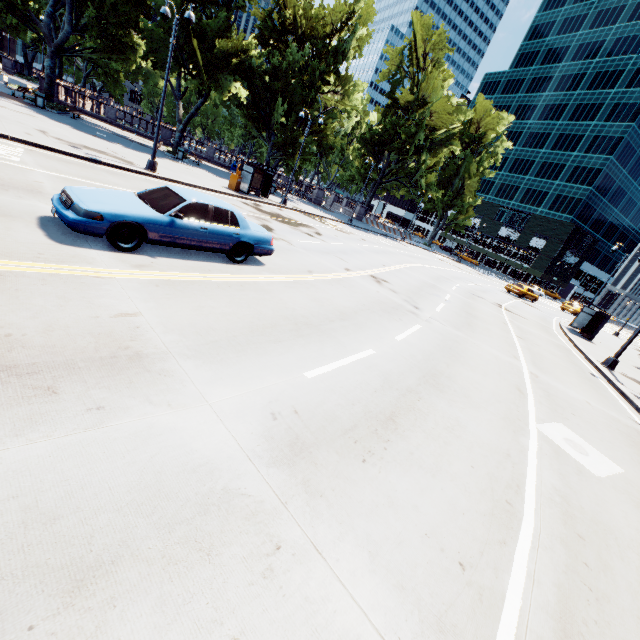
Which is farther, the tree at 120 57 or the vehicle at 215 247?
the tree at 120 57

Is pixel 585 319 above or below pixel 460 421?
above

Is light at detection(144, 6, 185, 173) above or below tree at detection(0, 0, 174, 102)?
below

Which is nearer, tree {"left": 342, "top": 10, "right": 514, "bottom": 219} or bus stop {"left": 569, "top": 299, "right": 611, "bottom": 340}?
bus stop {"left": 569, "top": 299, "right": 611, "bottom": 340}

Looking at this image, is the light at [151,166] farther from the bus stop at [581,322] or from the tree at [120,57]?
the bus stop at [581,322]

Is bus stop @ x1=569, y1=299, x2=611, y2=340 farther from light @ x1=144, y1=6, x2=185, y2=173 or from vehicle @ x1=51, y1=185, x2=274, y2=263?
light @ x1=144, y1=6, x2=185, y2=173

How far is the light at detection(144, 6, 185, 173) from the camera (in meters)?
14.87

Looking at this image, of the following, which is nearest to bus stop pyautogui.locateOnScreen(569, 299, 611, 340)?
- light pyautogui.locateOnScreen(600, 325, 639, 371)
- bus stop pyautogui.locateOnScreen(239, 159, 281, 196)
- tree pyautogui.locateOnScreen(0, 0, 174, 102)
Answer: tree pyautogui.locateOnScreen(0, 0, 174, 102)
